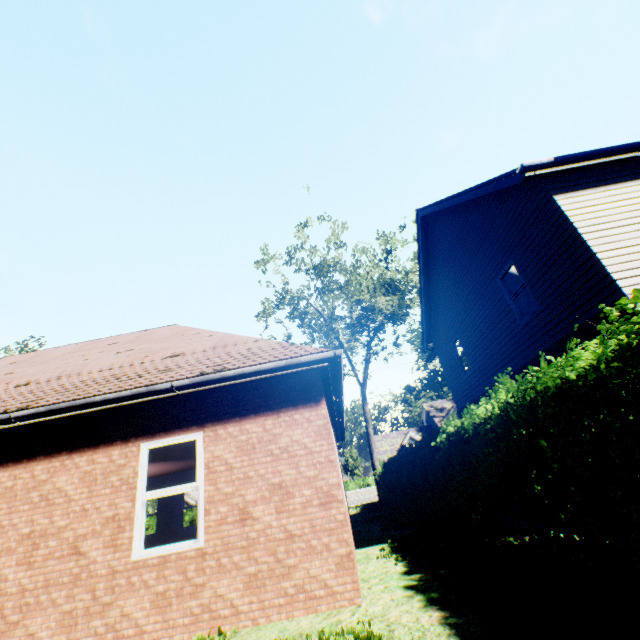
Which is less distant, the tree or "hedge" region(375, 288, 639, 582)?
"hedge" region(375, 288, 639, 582)

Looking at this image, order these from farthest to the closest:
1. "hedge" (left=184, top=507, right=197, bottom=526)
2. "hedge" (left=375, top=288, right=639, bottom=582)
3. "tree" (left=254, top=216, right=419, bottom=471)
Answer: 1. "hedge" (left=184, top=507, right=197, bottom=526)
2. "tree" (left=254, top=216, right=419, bottom=471)
3. "hedge" (left=375, top=288, right=639, bottom=582)

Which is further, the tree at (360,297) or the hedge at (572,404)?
the tree at (360,297)

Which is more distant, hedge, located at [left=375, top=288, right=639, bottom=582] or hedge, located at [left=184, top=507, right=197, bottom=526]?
hedge, located at [left=184, top=507, right=197, bottom=526]

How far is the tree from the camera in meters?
20.2

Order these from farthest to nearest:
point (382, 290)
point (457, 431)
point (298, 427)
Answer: point (382, 290)
point (457, 431)
point (298, 427)

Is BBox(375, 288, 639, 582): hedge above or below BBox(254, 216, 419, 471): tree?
below
